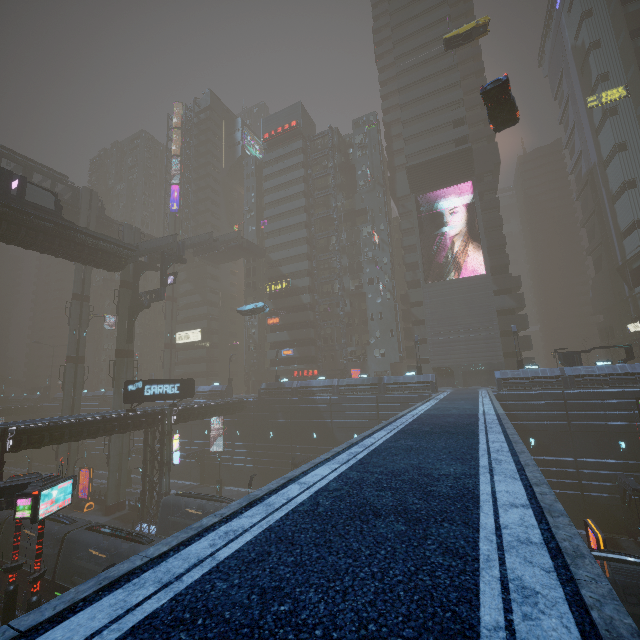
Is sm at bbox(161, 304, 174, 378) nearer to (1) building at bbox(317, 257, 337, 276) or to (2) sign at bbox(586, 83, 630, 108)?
(1) building at bbox(317, 257, 337, 276)

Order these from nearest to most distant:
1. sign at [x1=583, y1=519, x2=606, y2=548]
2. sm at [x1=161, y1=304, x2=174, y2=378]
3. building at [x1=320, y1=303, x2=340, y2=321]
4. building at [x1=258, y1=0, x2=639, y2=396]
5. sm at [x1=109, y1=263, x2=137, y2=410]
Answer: sign at [x1=583, y1=519, x2=606, y2=548] < sm at [x1=109, y1=263, x2=137, y2=410] < building at [x1=258, y1=0, x2=639, y2=396] < building at [x1=320, y1=303, x2=340, y2=321] < sm at [x1=161, y1=304, x2=174, y2=378]

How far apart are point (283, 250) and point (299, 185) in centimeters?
1244cm

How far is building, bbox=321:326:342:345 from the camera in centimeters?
5500cm

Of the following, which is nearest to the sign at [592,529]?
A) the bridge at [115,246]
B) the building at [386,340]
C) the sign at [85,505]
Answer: the building at [386,340]

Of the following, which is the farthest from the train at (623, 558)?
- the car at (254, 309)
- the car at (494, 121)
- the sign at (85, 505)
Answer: the sign at (85, 505)

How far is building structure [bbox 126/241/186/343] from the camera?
→ 40.2m

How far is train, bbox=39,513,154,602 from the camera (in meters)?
20.11
